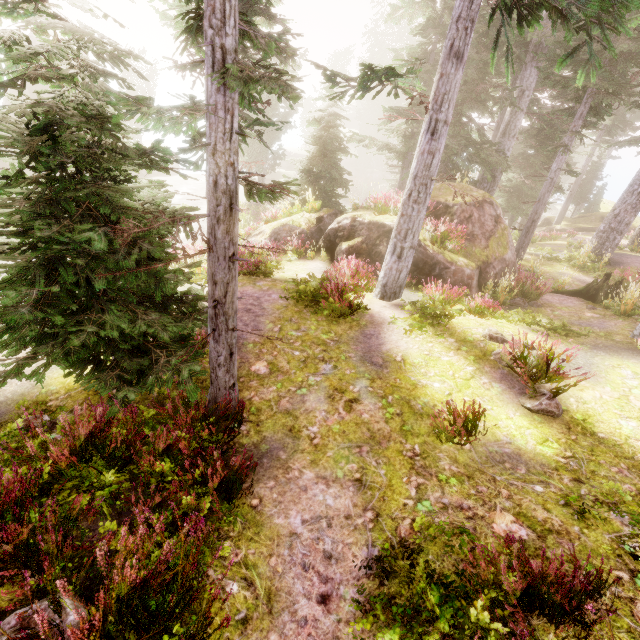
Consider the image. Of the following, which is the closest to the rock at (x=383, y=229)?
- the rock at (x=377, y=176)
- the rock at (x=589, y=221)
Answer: the rock at (x=589, y=221)

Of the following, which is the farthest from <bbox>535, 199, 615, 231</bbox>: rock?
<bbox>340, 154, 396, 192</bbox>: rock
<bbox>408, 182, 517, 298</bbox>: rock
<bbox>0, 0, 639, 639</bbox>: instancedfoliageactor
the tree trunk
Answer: the tree trunk

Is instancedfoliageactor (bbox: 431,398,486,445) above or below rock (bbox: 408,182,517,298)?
below

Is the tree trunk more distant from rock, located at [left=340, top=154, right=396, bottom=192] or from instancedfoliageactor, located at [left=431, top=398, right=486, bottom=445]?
rock, located at [left=340, top=154, right=396, bottom=192]

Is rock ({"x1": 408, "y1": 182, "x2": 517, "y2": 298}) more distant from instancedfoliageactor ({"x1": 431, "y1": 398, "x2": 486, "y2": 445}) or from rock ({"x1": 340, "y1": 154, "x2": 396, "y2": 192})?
rock ({"x1": 340, "y1": 154, "x2": 396, "y2": 192})

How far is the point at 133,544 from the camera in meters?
3.2 m

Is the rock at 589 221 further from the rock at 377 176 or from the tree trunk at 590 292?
the tree trunk at 590 292

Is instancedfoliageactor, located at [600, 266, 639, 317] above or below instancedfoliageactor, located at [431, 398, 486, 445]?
above
